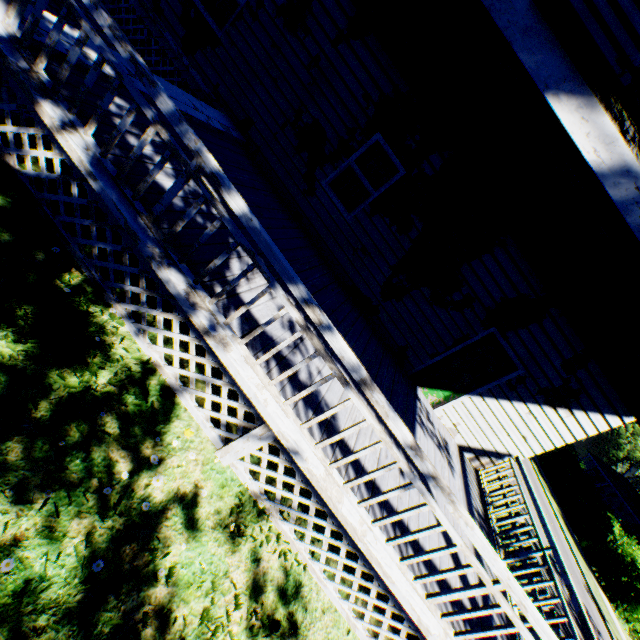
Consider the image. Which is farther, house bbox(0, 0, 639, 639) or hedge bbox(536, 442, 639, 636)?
hedge bbox(536, 442, 639, 636)

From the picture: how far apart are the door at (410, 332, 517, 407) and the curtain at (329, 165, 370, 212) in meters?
3.7

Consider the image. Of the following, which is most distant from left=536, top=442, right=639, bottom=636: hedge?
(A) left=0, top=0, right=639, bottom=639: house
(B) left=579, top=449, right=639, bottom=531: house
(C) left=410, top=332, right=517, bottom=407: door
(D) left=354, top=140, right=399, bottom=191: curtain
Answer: (D) left=354, top=140, right=399, bottom=191: curtain

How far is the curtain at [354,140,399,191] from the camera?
7.1m

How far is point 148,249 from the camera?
3.1 meters

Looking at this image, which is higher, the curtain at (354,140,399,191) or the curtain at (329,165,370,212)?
the curtain at (354,140,399,191)

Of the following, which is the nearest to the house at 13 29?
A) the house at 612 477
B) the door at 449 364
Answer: the door at 449 364

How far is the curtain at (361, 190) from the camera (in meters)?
7.45
